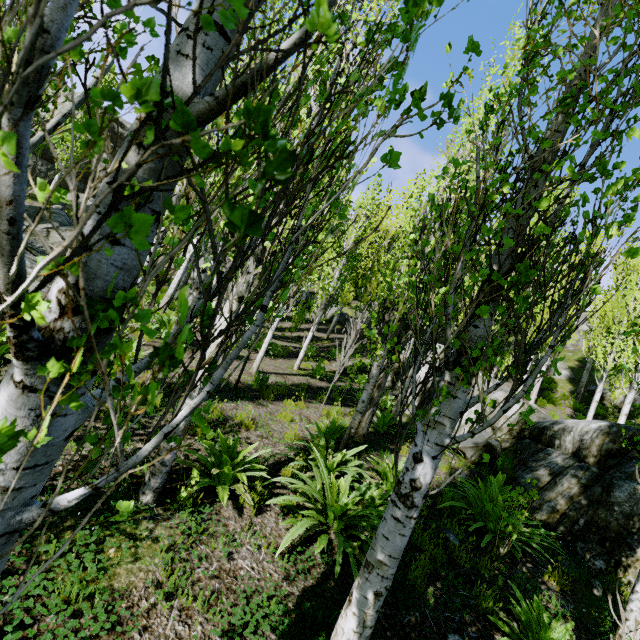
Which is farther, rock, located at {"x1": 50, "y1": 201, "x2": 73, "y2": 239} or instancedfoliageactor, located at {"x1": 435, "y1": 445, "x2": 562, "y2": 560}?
rock, located at {"x1": 50, "y1": 201, "x2": 73, "y2": 239}

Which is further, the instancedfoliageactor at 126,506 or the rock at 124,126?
the rock at 124,126

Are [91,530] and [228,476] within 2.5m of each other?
yes

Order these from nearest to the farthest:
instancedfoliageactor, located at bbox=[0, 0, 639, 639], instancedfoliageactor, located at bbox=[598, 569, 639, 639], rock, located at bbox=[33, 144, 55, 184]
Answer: instancedfoliageactor, located at bbox=[0, 0, 639, 639] → instancedfoliageactor, located at bbox=[598, 569, 639, 639] → rock, located at bbox=[33, 144, 55, 184]

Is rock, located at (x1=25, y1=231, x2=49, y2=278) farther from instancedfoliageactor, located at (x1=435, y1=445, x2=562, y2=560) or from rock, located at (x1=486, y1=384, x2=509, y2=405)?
rock, located at (x1=486, y1=384, x2=509, y2=405)

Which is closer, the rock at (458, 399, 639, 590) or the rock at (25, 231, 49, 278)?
the rock at (458, 399, 639, 590)

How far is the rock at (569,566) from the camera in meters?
4.9
